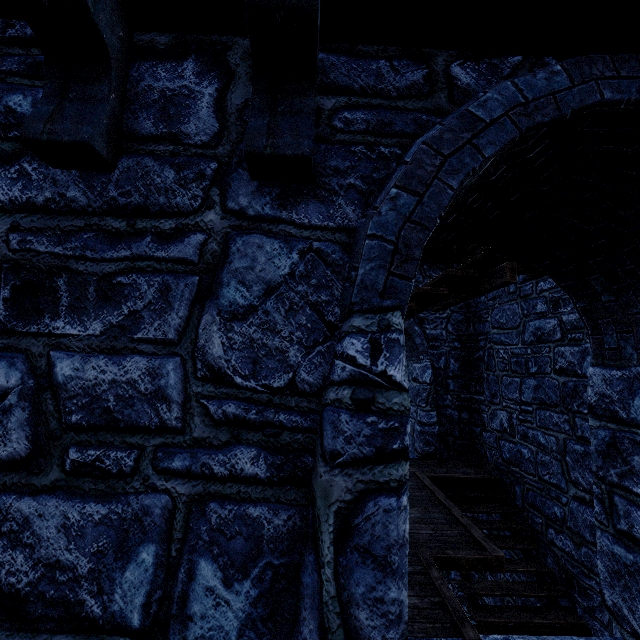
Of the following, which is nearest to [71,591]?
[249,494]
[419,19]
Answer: [249,494]
